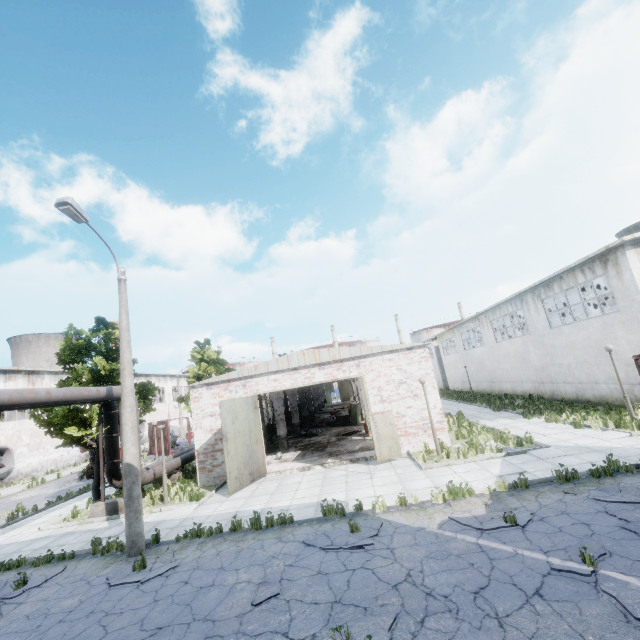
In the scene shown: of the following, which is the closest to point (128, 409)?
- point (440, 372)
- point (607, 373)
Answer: point (607, 373)

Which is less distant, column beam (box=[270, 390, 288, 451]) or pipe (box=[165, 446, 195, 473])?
pipe (box=[165, 446, 195, 473])

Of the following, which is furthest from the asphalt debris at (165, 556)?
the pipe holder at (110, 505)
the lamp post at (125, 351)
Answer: the pipe holder at (110, 505)

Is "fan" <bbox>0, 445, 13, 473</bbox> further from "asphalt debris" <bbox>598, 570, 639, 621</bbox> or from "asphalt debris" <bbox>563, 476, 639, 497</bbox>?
"asphalt debris" <bbox>563, 476, 639, 497</bbox>

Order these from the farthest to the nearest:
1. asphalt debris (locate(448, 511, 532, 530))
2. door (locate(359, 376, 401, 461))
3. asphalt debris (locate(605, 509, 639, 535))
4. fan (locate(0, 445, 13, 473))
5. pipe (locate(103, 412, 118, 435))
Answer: fan (locate(0, 445, 13, 473))
pipe (locate(103, 412, 118, 435))
door (locate(359, 376, 401, 461))
asphalt debris (locate(448, 511, 532, 530))
asphalt debris (locate(605, 509, 639, 535))

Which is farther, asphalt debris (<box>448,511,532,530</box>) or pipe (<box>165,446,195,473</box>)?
pipe (<box>165,446,195,473</box>)

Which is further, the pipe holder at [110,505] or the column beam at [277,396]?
the column beam at [277,396]

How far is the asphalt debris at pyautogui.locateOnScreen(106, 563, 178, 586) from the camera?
7.7 meters
